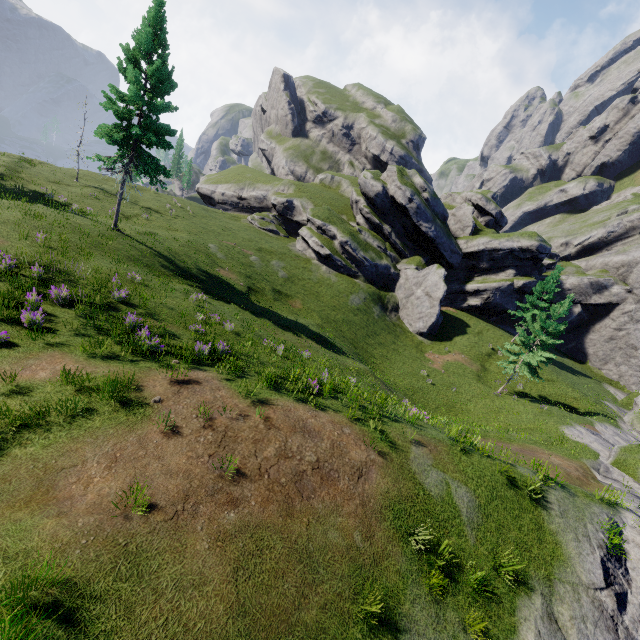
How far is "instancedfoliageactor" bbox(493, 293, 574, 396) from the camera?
27.8 meters

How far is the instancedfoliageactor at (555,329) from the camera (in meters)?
27.75

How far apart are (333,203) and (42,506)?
51.18m
